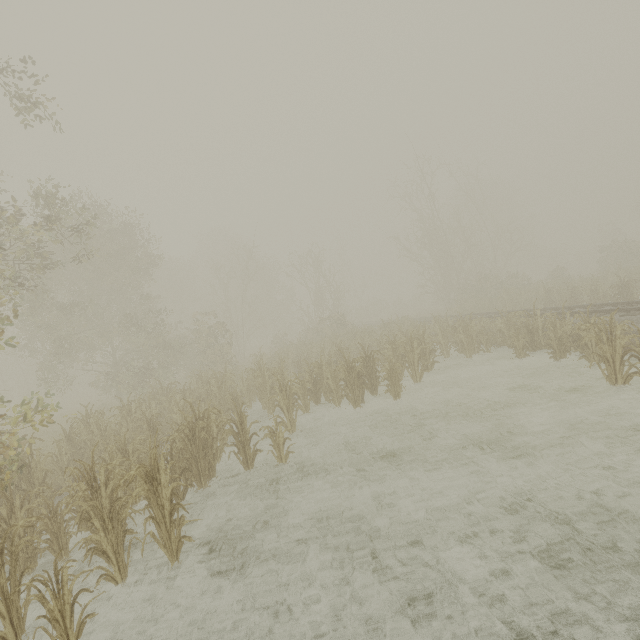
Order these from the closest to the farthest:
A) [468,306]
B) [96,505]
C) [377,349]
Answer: [96,505] → [377,349] → [468,306]
